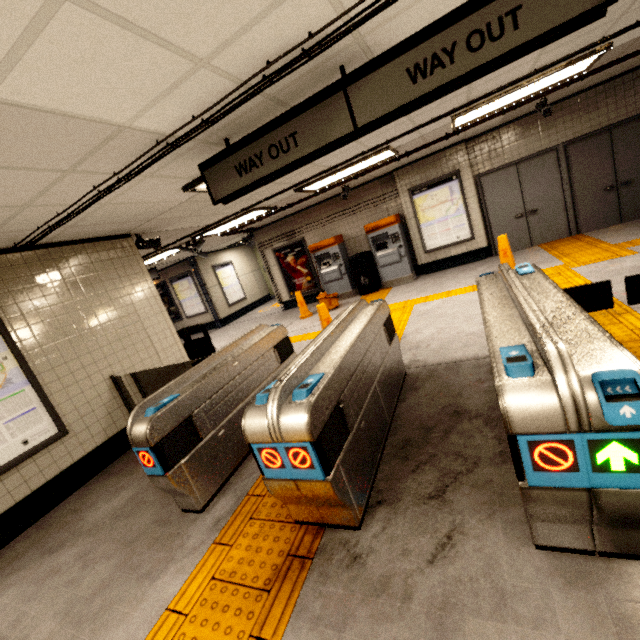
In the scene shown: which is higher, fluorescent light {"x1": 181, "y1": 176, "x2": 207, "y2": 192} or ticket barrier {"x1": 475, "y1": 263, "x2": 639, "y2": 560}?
fluorescent light {"x1": 181, "y1": 176, "x2": 207, "y2": 192}

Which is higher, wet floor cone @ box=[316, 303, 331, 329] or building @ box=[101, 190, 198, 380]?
building @ box=[101, 190, 198, 380]

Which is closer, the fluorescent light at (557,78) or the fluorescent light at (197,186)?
the fluorescent light at (197,186)

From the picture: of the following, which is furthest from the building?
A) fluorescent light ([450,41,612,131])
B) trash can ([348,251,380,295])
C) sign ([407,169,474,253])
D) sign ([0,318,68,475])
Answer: sign ([407,169,474,253])

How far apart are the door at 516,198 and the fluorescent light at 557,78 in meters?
2.5

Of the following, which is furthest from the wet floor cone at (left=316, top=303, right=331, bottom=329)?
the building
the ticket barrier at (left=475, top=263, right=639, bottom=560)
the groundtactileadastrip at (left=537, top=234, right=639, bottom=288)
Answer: the ticket barrier at (left=475, top=263, right=639, bottom=560)

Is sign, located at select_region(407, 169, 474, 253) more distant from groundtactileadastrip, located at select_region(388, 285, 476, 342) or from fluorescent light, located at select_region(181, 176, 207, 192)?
fluorescent light, located at select_region(181, 176, 207, 192)

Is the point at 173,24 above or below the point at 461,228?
above
